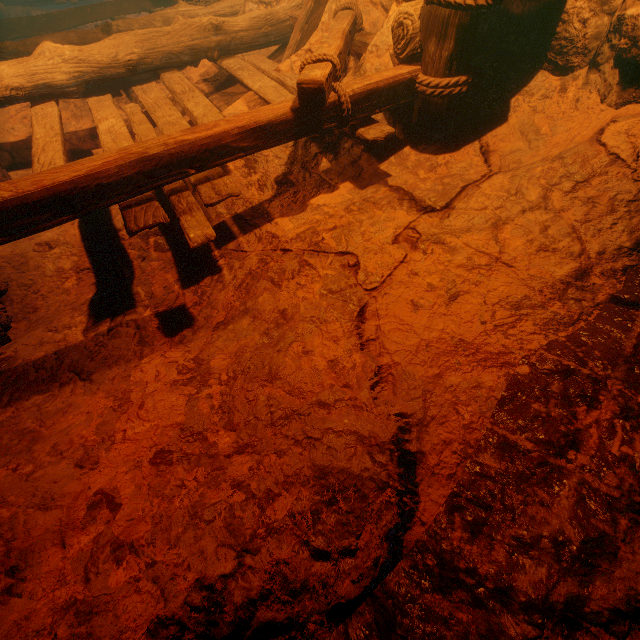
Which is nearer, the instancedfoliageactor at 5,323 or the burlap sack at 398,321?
the burlap sack at 398,321

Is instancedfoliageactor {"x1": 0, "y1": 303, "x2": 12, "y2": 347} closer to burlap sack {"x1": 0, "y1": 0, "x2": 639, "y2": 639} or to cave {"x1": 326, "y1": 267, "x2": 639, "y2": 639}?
burlap sack {"x1": 0, "y1": 0, "x2": 639, "y2": 639}

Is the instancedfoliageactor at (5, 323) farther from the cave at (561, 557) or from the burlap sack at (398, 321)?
the cave at (561, 557)

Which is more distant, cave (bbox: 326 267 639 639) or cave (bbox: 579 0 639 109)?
cave (bbox: 579 0 639 109)

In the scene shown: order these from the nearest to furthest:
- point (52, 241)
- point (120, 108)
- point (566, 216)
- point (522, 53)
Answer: point (566, 216) → point (522, 53) → point (52, 241) → point (120, 108)

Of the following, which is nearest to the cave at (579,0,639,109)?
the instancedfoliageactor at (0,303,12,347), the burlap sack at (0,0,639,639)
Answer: the burlap sack at (0,0,639,639)
